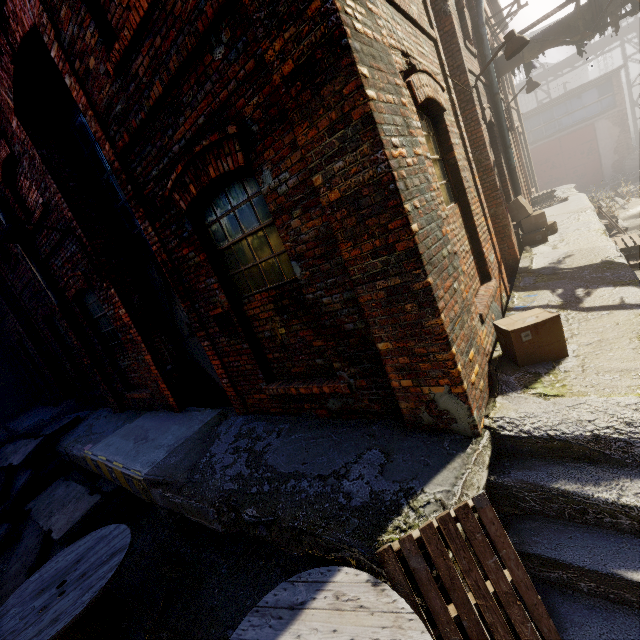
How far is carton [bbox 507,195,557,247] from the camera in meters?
7.7

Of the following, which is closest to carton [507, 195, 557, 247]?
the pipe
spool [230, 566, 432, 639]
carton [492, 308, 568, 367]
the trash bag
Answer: the pipe

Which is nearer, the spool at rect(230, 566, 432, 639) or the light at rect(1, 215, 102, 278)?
the spool at rect(230, 566, 432, 639)

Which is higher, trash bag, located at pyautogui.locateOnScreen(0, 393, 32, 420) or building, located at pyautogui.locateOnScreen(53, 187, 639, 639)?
trash bag, located at pyautogui.locateOnScreen(0, 393, 32, 420)

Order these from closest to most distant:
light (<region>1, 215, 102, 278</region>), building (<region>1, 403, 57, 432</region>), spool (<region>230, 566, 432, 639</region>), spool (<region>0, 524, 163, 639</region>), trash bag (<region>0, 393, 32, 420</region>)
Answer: spool (<region>230, 566, 432, 639</region>), spool (<region>0, 524, 163, 639</region>), light (<region>1, 215, 102, 278</region>), building (<region>1, 403, 57, 432</region>), trash bag (<region>0, 393, 32, 420</region>)

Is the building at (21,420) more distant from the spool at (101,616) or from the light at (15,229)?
the light at (15,229)

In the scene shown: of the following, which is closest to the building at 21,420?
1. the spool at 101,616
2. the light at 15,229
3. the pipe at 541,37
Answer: the spool at 101,616

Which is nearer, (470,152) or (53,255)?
(470,152)
